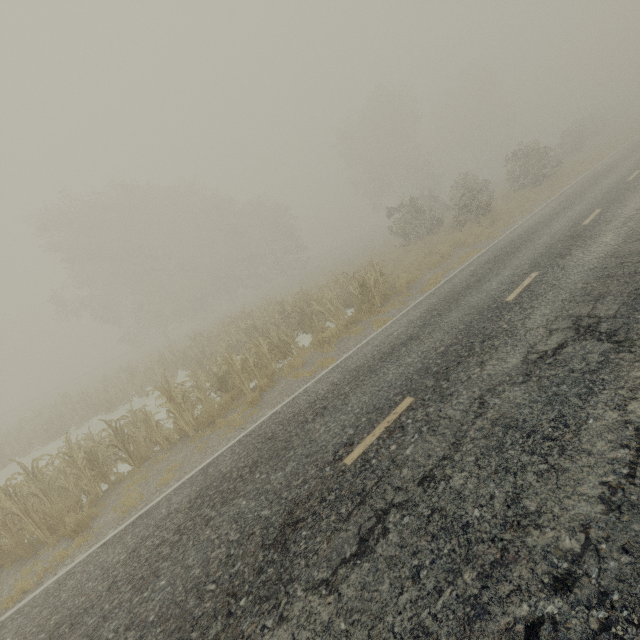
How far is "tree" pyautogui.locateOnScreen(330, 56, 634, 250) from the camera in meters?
24.2

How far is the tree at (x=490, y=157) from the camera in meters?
24.2 m

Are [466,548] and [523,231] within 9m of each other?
no
